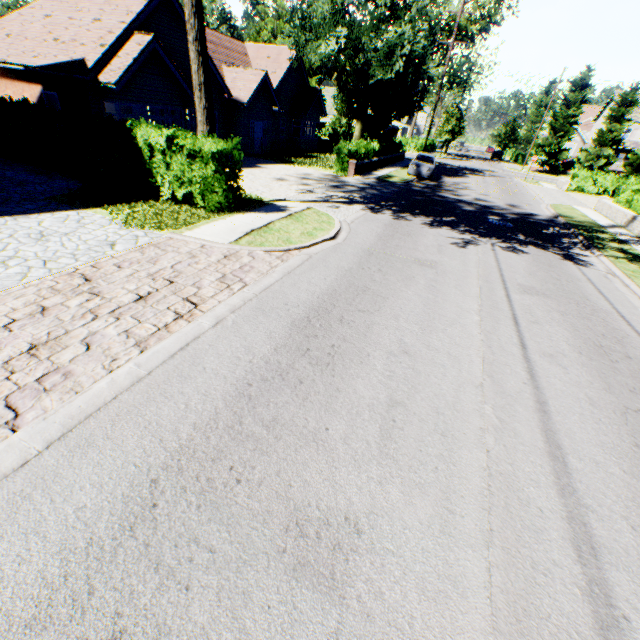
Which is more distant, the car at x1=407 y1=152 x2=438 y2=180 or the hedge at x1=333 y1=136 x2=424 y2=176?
the car at x1=407 y1=152 x2=438 y2=180

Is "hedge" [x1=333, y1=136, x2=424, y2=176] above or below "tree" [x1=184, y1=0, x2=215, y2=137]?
below

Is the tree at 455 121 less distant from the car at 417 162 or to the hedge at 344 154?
the hedge at 344 154

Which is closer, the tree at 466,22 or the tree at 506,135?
the tree at 466,22

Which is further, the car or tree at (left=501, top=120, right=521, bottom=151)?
tree at (left=501, top=120, right=521, bottom=151)

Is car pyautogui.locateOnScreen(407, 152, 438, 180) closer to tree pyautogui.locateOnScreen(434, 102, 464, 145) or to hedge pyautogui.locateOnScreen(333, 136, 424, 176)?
tree pyautogui.locateOnScreen(434, 102, 464, 145)

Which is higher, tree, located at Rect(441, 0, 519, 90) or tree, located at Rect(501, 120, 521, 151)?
tree, located at Rect(441, 0, 519, 90)

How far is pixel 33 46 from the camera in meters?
15.3
